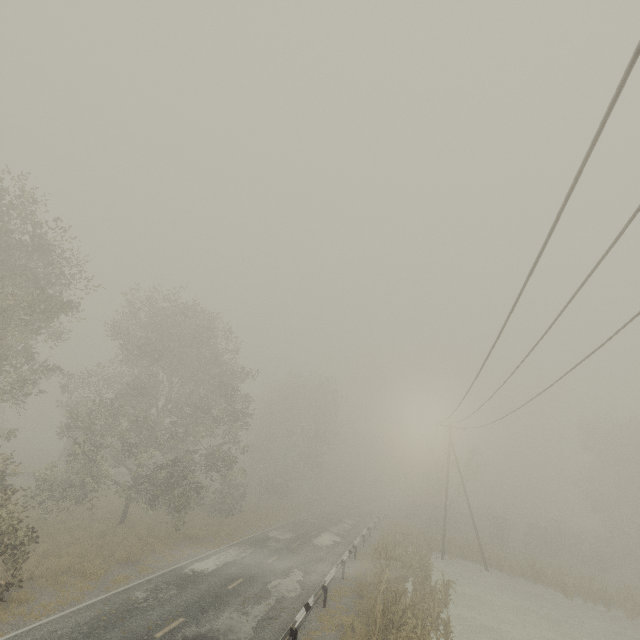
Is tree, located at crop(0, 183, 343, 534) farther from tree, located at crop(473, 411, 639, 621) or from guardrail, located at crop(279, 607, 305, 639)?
tree, located at crop(473, 411, 639, 621)

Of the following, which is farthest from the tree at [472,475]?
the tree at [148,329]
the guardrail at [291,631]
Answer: the tree at [148,329]

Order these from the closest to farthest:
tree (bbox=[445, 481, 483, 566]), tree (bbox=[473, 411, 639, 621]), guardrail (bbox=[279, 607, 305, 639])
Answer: guardrail (bbox=[279, 607, 305, 639]) < tree (bbox=[473, 411, 639, 621]) < tree (bbox=[445, 481, 483, 566])

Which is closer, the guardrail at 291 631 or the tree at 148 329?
the guardrail at 291 631

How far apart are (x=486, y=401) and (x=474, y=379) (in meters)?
4.97

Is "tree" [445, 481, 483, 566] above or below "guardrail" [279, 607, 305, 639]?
above

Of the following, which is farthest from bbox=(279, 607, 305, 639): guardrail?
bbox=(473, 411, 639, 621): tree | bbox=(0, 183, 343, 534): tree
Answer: bbox=(0, 183, 343, 534): tree

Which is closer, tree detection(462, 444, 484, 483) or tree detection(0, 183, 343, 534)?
tree detection(0, 183, 343, 534)
